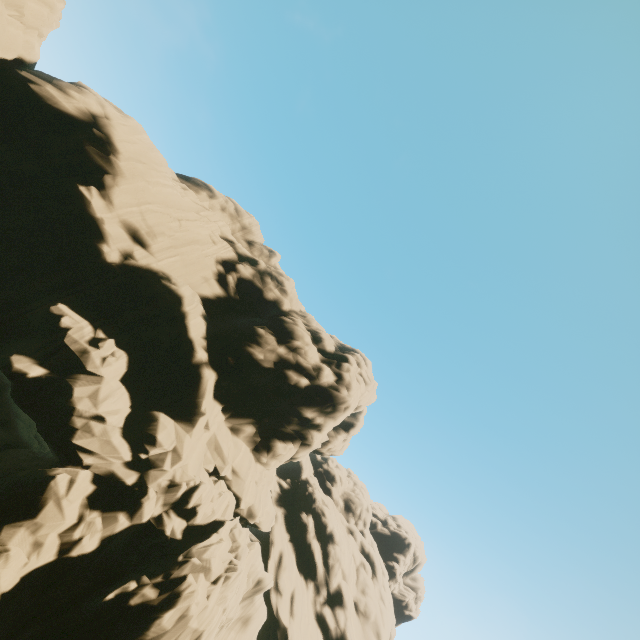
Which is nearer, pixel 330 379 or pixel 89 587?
pixel 89 587
